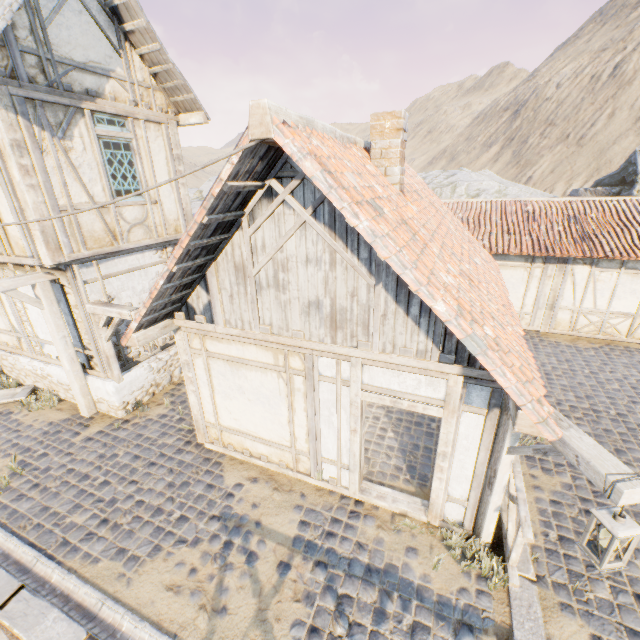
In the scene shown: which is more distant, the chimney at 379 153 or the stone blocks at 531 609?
the chimney at 379 153

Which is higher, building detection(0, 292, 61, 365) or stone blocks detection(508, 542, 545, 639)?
building detection(0, 292, 61, 365)

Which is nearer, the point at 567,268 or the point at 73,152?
the point at 73,152

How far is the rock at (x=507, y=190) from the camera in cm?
2305

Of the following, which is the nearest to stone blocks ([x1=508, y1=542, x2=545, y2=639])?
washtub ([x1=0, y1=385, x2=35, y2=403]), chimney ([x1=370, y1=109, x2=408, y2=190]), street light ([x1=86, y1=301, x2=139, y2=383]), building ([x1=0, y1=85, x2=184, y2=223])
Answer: washtub ([x1=0, y1=385, x2=35, y2=403])

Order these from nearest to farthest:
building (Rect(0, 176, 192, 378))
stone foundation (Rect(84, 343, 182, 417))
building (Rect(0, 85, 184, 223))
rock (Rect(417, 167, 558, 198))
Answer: building (Rect(0, 85, 184, 223)) → building (Rect(0, 176, 192, 378)) → stone foundation (Rect(84, 343, 182, 417)) → rock (Rect(417, 167, 558, 198))

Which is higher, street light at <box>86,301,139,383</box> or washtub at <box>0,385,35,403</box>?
street light at <box>86,301,139,383</box>

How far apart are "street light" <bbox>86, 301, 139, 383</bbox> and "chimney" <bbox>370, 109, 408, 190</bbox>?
5.4 meters
